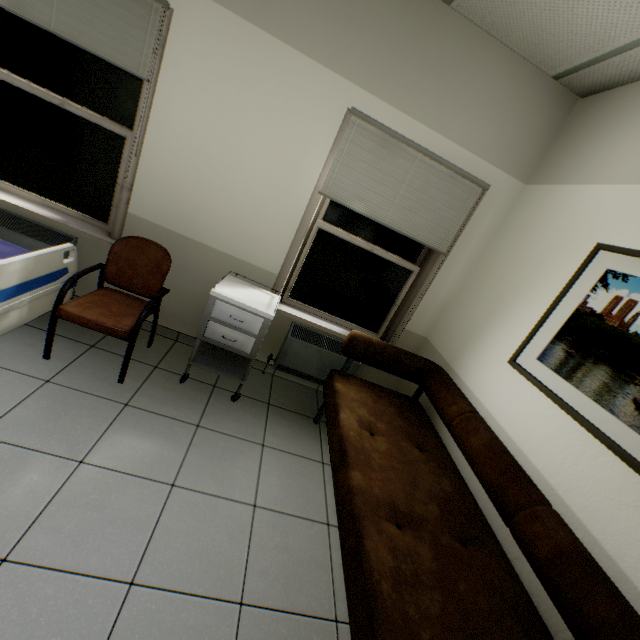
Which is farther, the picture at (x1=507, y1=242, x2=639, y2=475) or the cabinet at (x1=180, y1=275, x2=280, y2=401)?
the cabinet at (x1=180, y1=275, x2=280, y2=401)

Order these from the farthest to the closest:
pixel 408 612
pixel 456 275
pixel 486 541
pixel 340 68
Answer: pixel 456 275 < pixel 340 68 < pixel 486 541 < pixel 408 612

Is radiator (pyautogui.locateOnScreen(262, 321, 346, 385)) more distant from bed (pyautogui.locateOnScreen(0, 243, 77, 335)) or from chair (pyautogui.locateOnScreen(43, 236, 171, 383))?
bed (pyautogui.locateOnScreen(0, 243, 77, 335))

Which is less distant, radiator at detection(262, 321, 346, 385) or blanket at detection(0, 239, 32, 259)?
blanket at detection(0, 239, 32, 259)

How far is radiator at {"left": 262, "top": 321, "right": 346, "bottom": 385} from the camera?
3.1 meters

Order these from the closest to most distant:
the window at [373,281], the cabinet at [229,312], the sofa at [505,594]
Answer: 1. the sofa at [505,594]
2. the cabinet at [229,312]
3. the window at [373,281]

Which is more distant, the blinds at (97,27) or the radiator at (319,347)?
the radiator at (319,347)

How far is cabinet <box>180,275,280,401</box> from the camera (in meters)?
2.39
